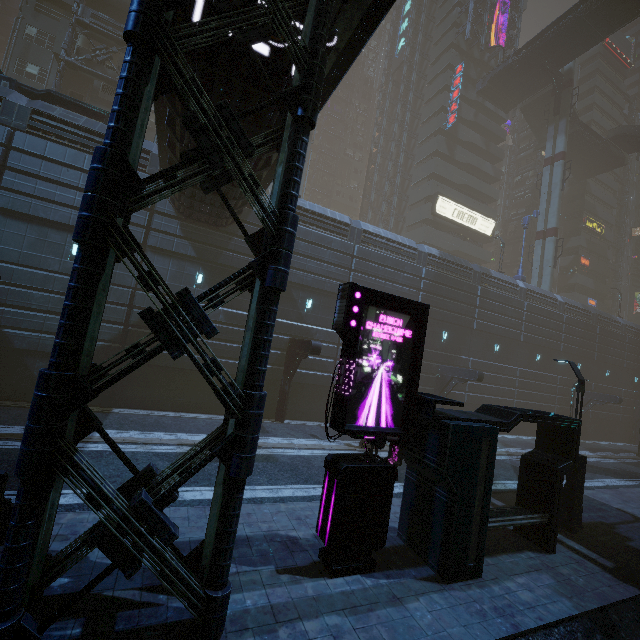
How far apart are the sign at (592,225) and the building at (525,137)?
14.9 meters

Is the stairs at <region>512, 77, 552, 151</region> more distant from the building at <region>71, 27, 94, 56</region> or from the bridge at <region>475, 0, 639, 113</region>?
the building at <region>71, 27, 94, 56</region>

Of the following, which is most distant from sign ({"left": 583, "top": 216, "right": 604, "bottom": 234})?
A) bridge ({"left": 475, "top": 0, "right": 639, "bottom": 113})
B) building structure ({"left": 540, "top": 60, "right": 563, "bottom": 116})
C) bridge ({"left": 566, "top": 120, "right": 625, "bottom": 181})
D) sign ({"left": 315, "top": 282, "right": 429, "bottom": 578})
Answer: sign ({"left": 315, "top": 282, "right": 429, "bottom": 578})

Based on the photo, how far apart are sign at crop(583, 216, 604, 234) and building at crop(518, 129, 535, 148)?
14.9m

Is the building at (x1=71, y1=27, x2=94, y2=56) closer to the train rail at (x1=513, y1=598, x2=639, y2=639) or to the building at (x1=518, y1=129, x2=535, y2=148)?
the train rail at (x1=513, y1=598, x2=639, y2=639)

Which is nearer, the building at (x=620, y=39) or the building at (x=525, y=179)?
the building at (x=525, y=179)

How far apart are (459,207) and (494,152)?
11.9 meters

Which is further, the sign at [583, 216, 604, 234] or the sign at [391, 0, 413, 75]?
the sign at [583, 216, 604, 234]
